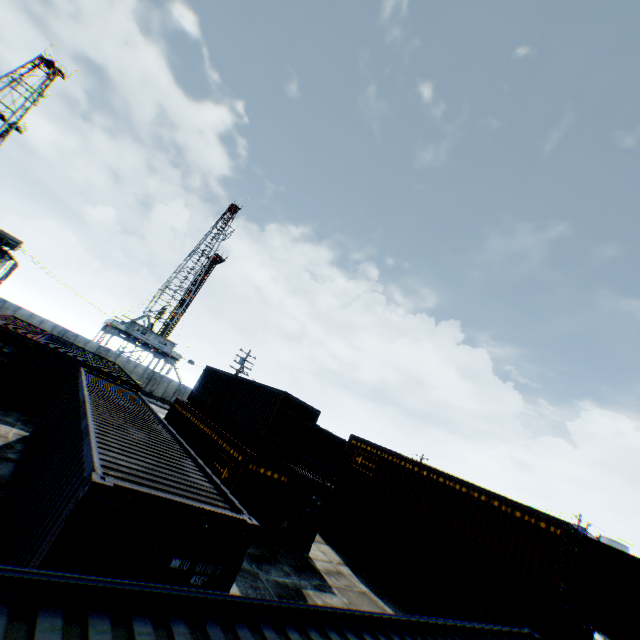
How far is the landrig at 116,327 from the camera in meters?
45.2

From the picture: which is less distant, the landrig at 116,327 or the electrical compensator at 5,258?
the electrical compensator at 5,258

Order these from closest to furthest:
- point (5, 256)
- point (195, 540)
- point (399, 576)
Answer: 1. point (195, 540)
2. point (399, 576)
3. point (5, 256)

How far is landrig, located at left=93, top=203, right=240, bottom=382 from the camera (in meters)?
45.22

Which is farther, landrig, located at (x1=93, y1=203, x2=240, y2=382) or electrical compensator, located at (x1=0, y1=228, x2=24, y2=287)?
landrig, located at (x1=93, y1=203, x2=240, y2=382)
